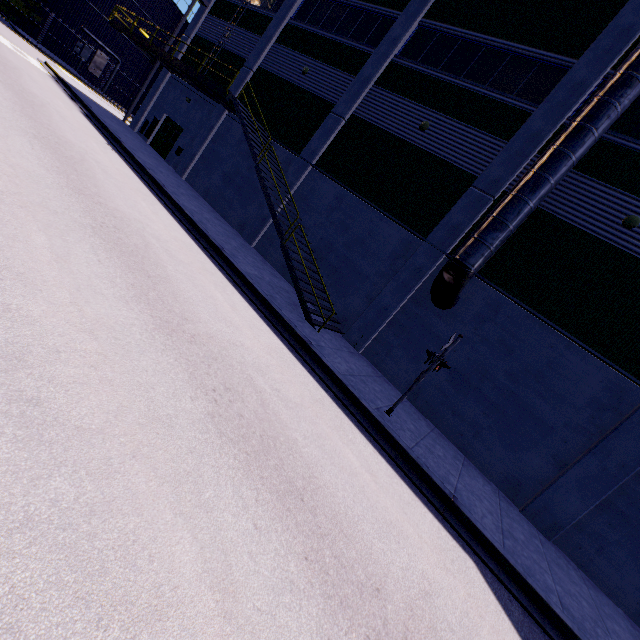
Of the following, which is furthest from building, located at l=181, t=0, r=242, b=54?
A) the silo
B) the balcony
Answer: the silo

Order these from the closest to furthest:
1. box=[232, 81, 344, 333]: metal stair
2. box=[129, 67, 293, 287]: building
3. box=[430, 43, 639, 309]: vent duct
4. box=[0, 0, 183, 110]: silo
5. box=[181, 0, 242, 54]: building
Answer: box=[430, 43, 639, 309]: vent duct, box=[232, 81, 344, 333]: metal stair, box=[129, 67, 293, 287]: building, box=[181, 0, 242, 54]: building, box=[0, 0, 183, 110]: silo

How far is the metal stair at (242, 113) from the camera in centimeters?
1142cm

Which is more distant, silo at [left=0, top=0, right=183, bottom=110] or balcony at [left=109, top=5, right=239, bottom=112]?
silo at [left=0, top=0, right=183, bottom=110]

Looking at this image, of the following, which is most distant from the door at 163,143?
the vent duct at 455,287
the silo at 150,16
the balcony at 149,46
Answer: the vent duct at 455,287

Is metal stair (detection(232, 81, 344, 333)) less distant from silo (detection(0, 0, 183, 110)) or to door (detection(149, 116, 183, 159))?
door (detection(149, 116, 183, 159))

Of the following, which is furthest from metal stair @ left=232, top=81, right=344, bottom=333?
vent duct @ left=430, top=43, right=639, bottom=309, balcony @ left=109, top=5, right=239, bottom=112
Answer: vent duct @ left=430, top=43, right=639, bottom=309

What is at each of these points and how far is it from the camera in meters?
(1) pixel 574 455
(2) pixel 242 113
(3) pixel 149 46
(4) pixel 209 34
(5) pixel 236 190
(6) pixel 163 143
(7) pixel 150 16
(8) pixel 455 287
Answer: (1) building, 9.4 m
(2) metal stair, 14.5 m
(3) balcony, 18.8 m
(4) building, 21.4 m
(5) building, 17.8 m
(6) door, 22.1 m
(7) silo, 33.8 m
(8) vent duct, 10.5 m
